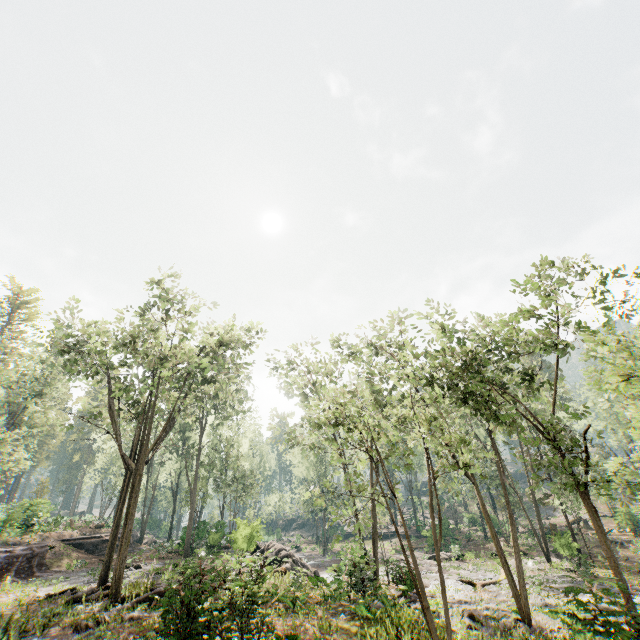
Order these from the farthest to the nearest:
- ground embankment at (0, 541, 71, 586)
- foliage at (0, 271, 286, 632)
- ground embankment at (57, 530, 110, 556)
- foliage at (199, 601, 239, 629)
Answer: ground embankment at (57, 530, 110, 556), ground embankment at (0, 541, 71, 586), foliage at (0, 271, 286, 632), foliage at (199, 601, 239, 629)

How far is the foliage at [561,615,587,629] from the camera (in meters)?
6.84

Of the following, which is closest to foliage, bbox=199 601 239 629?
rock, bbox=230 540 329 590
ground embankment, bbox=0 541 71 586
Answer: rock, bbox=230 540 329 590

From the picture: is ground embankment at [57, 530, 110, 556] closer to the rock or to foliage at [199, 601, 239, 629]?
foliage at [199, 601, 239, 629]

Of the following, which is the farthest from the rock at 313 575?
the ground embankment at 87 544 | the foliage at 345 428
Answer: the ground embankment at 87 544

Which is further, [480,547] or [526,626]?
[480,547]

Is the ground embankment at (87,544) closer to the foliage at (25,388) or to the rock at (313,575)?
the foliage at (25,388)
